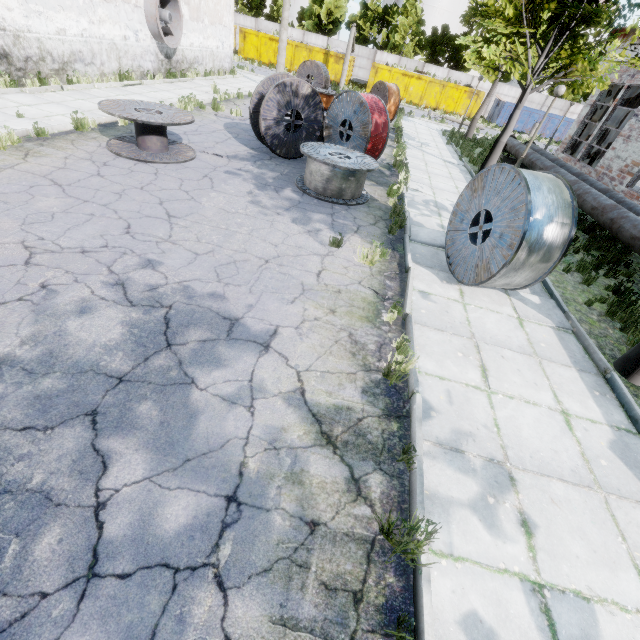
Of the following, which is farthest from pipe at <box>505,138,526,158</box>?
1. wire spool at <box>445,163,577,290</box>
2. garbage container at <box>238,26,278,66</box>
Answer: garbage container at <box>238,26,278,66</box>

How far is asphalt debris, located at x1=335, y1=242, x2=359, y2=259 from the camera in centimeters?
611cm

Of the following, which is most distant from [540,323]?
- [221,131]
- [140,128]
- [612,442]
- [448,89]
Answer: [448,89]

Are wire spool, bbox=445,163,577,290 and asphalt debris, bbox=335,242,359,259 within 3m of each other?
yes

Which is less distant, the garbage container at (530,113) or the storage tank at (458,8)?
the garbage container at (530,113)

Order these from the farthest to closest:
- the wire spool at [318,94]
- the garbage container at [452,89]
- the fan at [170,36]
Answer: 1. the garbage container at [452,89]
2. the fan at [170,36]
3. the wire spool at [318,94]

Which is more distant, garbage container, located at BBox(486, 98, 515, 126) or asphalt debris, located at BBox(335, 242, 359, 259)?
garbage container, located at BBox(486, 98, 515, 126)

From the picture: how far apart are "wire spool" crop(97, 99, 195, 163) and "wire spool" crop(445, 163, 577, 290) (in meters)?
6.51
